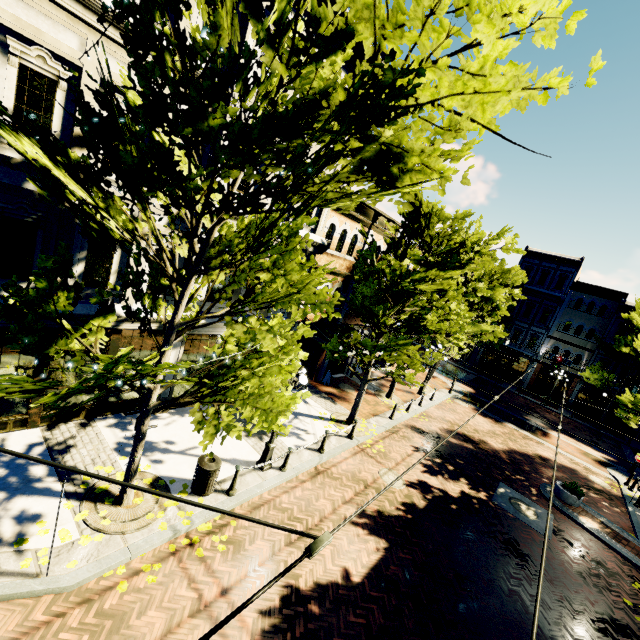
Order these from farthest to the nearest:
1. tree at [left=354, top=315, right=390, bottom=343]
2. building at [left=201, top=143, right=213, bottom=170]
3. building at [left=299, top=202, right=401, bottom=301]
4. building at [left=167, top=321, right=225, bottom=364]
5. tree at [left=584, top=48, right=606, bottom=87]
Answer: building at [left=299, top=202, right=401, bottom=301] < tree at [left=354, top=315, right=390, bottom=343] < building at [left=167, top=321, right=225, bottom=364] < building at [left=201, top=143, right=213, bottom=170] < tree at [left=584, top=48, right=606, bottom=87]

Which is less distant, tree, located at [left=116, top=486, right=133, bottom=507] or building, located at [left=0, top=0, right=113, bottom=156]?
building, located at [left=0, top=0, right=113, bottom=156]

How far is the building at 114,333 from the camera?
7.6m

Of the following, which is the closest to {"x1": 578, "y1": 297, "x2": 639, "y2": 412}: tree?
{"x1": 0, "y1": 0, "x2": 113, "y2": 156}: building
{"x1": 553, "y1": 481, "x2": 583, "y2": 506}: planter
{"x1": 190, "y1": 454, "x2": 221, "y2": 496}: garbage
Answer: {"x1": 0, "y1": 0, "x2": 113, "y2": 156}: building

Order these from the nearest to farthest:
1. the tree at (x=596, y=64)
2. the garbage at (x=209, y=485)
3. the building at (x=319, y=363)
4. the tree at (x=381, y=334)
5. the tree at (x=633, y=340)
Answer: the tree at (x=596, y=64)
the garbage at (x=209, y=485)
the tree at (x=381, y=334)
the building at (x=319, y=363)
the tree at (x=633, y=340)

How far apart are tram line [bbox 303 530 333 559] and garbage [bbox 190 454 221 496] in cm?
680

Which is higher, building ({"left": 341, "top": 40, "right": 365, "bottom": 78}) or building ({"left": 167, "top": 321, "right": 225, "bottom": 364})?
building ({"left": 341, "top": 40, "right": 365, "bottom": 78})

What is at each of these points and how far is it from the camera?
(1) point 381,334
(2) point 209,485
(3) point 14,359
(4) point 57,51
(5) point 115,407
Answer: (1) tree, 13.6m
(2) garbage, 8.3m
(3) building, 7.9m
(4) building, 6.5m
(5) building, 10.3m
